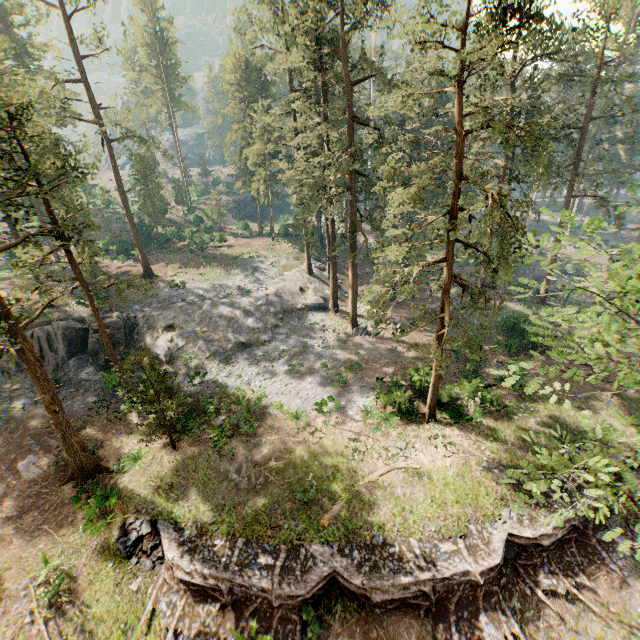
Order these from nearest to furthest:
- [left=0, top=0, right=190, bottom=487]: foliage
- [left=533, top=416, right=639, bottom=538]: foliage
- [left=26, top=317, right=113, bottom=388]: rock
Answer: [left=533, top=416, right=639, bottom=538]: foliage
[left=0, top=0, right=190, bottom=487]: foliage
[left=26, top=317, right=113, bottom=388]: rock

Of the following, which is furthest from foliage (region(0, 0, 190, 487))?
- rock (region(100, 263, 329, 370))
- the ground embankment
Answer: the ground embankment

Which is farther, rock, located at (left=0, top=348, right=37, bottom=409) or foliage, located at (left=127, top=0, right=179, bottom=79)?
foliage, located at (left=127, top=0, right=179, bottom=79)

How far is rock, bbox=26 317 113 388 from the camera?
27.27m

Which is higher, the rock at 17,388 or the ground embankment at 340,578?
the rock at 17,388

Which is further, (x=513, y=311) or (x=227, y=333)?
(x=513, y=311)

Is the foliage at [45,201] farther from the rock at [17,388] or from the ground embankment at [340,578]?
the ground embankment at [340,578]
